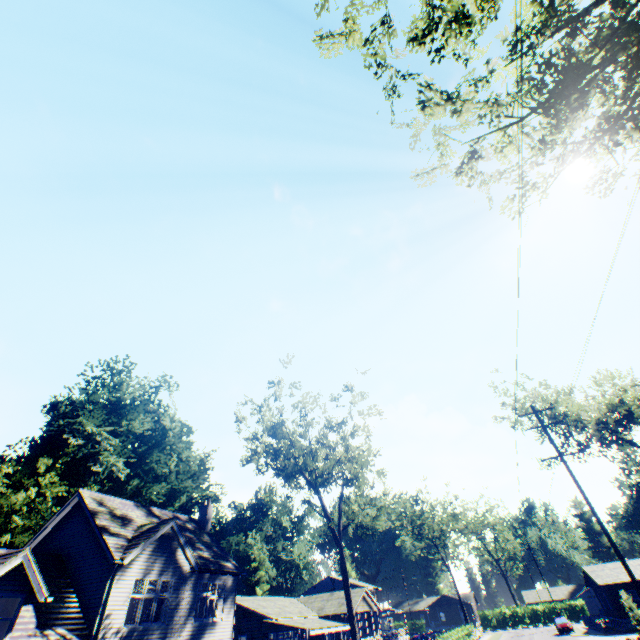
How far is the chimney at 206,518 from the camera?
27.3 meters

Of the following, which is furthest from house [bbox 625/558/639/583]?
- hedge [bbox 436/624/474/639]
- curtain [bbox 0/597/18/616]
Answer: curtain [bbox 0/597/18/616]

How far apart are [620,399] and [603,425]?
2.71m

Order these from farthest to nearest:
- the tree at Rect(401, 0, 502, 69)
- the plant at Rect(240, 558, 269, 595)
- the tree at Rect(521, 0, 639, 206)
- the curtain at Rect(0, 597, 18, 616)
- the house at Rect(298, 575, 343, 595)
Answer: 1. the house at Rect(298, 575, 343, 595)
2. the plant at Rect(240, 558, 269, 595)
3. the curtain at Rect(0, 597, 18, 616)
4. the tree at Rect(521, 0, 639, 206)
5. the tree at Rect(401, 0, 502, 69)

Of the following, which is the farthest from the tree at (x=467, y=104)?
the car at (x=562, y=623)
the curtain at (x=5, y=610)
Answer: the car at (x=562, y=623)

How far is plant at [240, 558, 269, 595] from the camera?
57.0m

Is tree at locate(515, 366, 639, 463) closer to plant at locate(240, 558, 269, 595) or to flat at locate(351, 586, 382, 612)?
plant at locate(240, 558, 269, 595)

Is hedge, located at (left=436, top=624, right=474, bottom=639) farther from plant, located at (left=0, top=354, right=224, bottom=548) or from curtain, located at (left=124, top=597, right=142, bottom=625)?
plant, located at (left=0, top=354, right=224, bottom=548)
